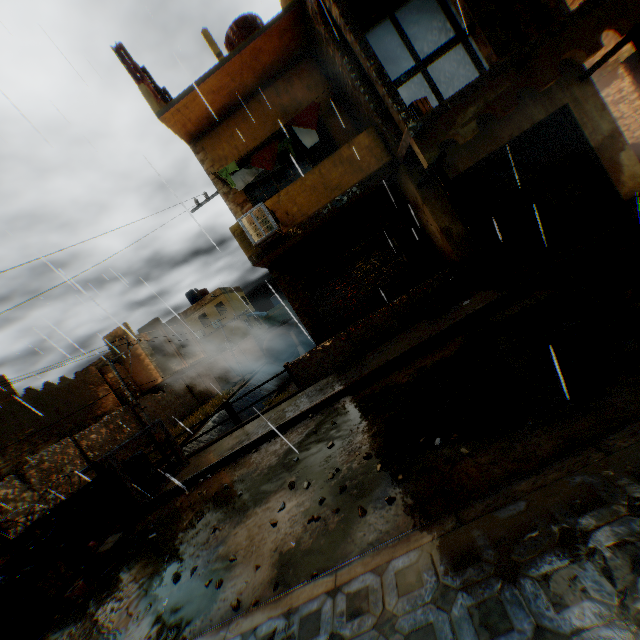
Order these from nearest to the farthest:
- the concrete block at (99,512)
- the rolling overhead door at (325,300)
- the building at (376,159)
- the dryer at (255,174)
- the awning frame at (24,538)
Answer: the awning frame at (24,538)
the building at (376,159)
the concrete block at (99,512)
the dryer at (255,174)
the rolling overhead door at (325,300)

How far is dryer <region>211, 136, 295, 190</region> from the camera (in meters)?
9.44

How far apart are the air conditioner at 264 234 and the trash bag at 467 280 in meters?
3.8

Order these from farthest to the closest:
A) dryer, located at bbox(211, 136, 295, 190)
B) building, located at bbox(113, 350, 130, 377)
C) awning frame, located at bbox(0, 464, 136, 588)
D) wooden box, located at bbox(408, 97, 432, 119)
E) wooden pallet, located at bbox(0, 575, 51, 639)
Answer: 1. building, located at bbox(113, 350, 130, 377)
2. dryer, located at bbox(211, 136, 295, 190)
3. wooden box, located at bbox(408, 97, 432, 119)
4. awning frame, located at bbox(0, 464, 136, 588)
5. wooden pallet, located at bbox(0, 575, 51, 639)

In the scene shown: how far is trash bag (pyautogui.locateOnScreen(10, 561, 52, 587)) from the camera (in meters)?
6.24

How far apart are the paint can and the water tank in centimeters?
1437cm

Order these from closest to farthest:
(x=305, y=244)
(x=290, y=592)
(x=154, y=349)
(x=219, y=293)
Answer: (x=290, y=592), (x=305, y=244), (x=154, y=349), (x=219, y=293)

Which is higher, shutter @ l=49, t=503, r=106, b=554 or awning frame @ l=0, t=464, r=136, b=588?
awning frame @ l=0, t=464, r=136, b=588
